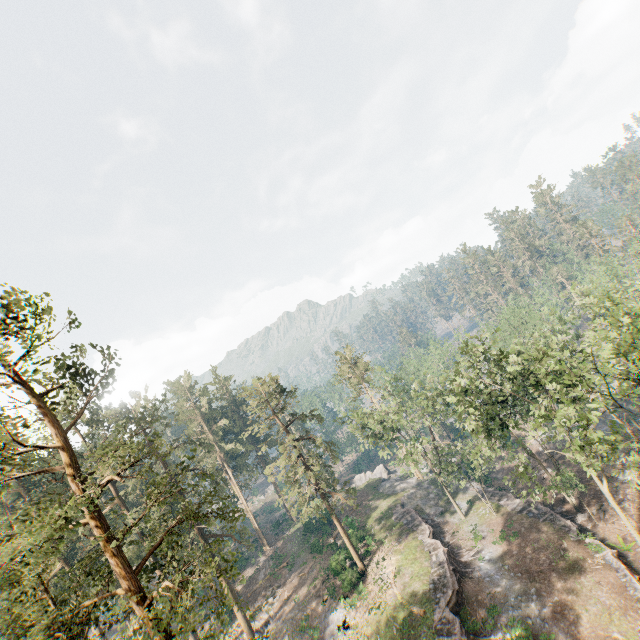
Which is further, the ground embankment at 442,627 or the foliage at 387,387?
the ground embankment at 442,627

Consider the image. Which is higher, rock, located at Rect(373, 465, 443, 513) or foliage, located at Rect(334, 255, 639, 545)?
foliage, located at Rect(334, 255, 639, 545)

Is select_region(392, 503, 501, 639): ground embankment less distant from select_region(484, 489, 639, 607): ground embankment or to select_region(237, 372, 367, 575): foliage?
select_region(237, 372, 367, 575): foliage

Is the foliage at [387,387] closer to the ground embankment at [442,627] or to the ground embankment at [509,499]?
the ground embankment at [509,499]

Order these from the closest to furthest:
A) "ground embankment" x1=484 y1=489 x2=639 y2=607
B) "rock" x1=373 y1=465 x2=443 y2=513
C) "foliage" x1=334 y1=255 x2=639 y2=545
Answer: "foliage" x1=334 y1=255 x2=639 y2=545 → "ground embankment" x1=484 y1=489 x2=639 y2=607 → "rock" x1=373 y1=465 x2=443 y2=513

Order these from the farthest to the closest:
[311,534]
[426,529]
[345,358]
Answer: [345,358], [311,534], [426,529]

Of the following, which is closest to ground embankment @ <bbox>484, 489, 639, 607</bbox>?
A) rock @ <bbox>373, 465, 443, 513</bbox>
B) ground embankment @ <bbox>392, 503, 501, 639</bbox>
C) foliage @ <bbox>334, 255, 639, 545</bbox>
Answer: foliage @ <bbox>334, 255, 639, 545</bbox>
